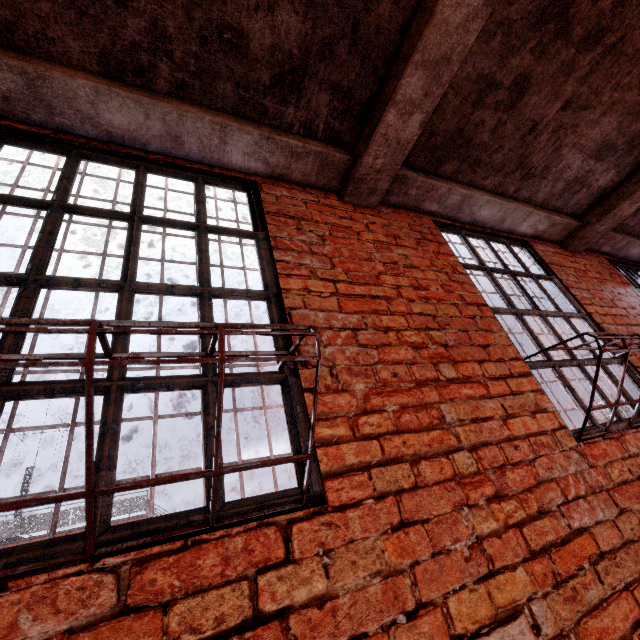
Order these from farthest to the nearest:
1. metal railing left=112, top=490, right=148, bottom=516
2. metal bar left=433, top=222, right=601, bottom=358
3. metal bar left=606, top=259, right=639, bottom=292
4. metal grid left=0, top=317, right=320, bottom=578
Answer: metal railing left=112, top=490, right=148, bottom=516, metal bar left=606, top=259, right=639, bottom=292, metal bar left=433, top=222, right=601, bottom=358, metal grid left=0, top=317, right=320, bottom=578

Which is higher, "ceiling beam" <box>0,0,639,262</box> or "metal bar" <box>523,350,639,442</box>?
"ceiling beam" <box>0,0,639,262</box>

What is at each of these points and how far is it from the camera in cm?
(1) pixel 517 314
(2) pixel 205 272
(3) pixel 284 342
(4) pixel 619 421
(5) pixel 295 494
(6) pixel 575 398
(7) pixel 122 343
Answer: (1) metal bar, 253
(2) metal bar, 159
(3) metal bar, 152
(4) metal bar, 217
(5) metal bar, 115
(6) metal bar, 215
(7) metal bar, 124

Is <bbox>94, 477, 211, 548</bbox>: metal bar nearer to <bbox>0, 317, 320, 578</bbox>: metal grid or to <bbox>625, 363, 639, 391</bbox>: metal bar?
<bbox>0, 317, 320, 578</bbox>: metal grid

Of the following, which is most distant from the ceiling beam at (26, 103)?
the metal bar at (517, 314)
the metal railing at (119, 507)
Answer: the metal railing at (119, 507)

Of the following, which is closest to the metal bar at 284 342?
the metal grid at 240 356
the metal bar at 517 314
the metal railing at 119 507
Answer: the metal grid at 240 356

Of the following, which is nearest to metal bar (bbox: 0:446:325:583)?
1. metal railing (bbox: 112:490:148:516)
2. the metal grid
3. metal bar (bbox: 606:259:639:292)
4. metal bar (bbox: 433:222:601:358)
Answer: the metal grid
